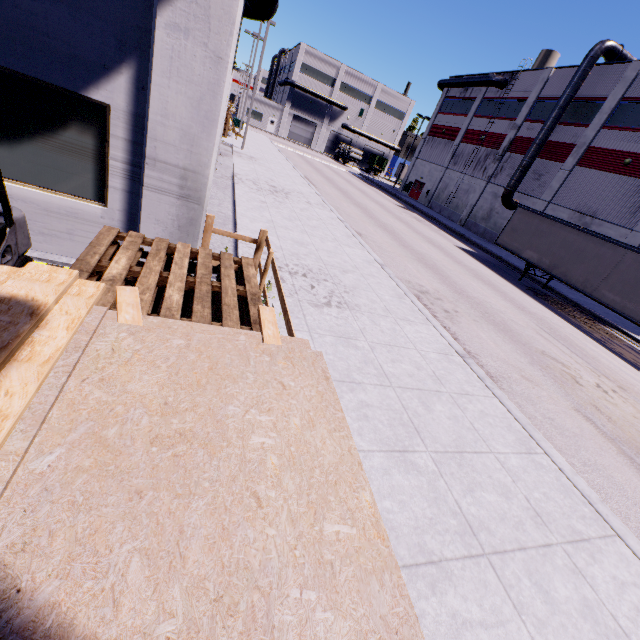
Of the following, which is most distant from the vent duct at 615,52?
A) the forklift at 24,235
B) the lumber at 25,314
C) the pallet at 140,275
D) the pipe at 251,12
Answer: the forklift at 24,235

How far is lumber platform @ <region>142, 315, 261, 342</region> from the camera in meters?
2.3

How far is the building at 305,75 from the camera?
57.2m

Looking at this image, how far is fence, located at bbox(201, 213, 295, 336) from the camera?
4.08m

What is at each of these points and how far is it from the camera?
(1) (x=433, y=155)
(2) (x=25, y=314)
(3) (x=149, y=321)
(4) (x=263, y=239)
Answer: (1) building, 42.8m
(2) lumber, 1.8m
(3) lumber platform, 2.3m
(4) fence, 6.3m

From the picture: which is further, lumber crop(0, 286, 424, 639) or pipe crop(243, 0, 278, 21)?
pipe crop(243, 0, 278, 21)

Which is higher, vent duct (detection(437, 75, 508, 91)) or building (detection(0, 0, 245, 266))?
vent duct (detection(437, 75, 508, 91))

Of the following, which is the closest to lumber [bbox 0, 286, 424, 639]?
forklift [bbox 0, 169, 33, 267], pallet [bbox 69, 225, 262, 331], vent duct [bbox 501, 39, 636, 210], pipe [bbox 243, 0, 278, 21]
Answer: pallet [bbox 69, 225, 262, 331]
